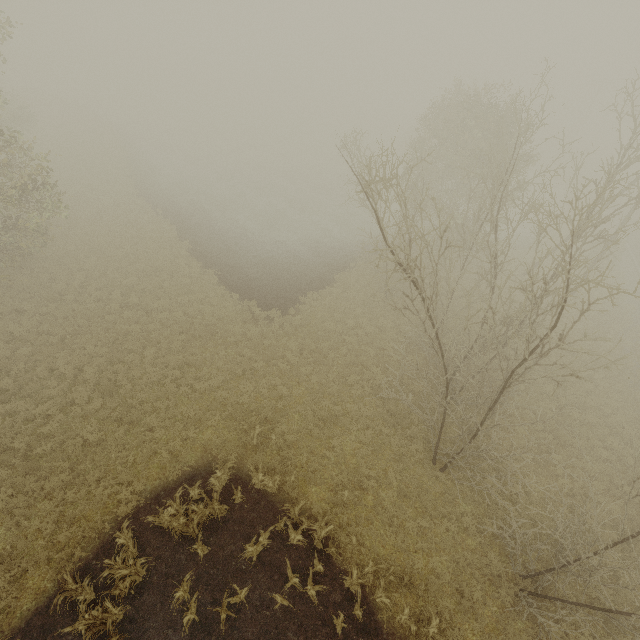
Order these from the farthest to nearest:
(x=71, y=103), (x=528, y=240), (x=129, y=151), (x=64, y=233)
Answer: (x=71, y=103) → (x=129, y=151) → (x=528, y=240) → (x=64, y=233)
